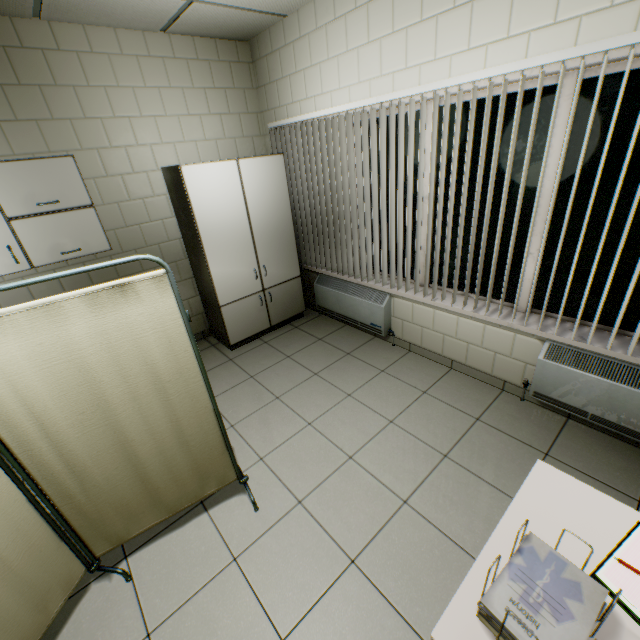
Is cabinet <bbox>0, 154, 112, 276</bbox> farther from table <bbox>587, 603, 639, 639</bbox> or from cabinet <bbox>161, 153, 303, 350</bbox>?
table <bbox>587, 603, 639, 639</bbox>

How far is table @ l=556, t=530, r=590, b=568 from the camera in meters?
1.0

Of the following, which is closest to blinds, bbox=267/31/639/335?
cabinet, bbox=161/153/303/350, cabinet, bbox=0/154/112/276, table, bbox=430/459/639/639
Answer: cabinet, bbox=161/153/303/350

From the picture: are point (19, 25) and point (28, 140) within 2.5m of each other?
yes

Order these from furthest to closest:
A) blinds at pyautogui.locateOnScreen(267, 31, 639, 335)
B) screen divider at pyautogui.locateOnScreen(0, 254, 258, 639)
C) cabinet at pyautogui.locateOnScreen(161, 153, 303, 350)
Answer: cabinet at pyautogui.locateOnScreen(161, 153, 303, 350) → blinds at pyautogui.locateOnScreen(267, 31, 639, 335) → screen divider at pyautogui.locateOnScreen(0, 254, 258, 639)

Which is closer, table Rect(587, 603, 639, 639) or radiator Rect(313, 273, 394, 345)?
table Rect(587, 603, 639, 639)

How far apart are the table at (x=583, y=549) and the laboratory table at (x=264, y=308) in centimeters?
322cm

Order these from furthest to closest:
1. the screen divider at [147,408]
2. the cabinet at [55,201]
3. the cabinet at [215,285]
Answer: the cabinet at [215,285] < the cabinet at [55,201] < the screen divider at [147,408]
